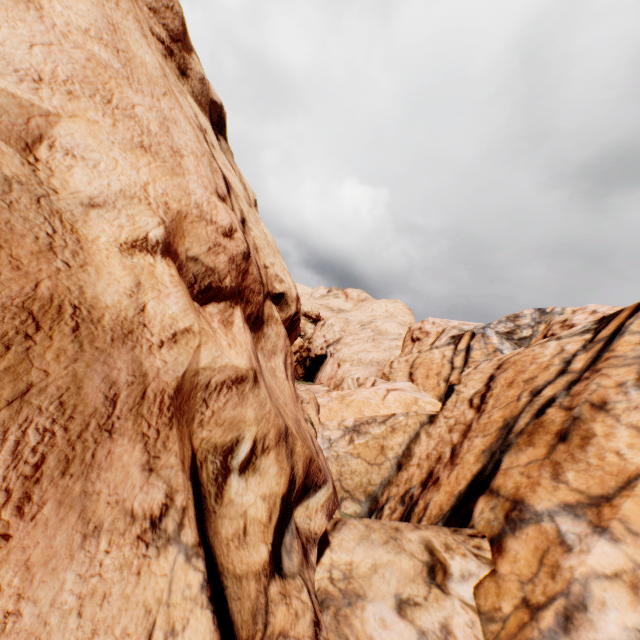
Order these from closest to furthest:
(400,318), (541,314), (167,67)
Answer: (167,67) < (541,314) < (400,318)
